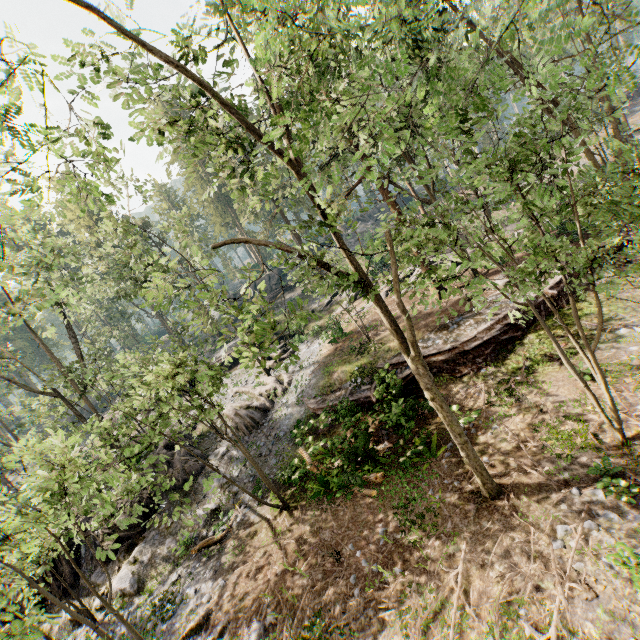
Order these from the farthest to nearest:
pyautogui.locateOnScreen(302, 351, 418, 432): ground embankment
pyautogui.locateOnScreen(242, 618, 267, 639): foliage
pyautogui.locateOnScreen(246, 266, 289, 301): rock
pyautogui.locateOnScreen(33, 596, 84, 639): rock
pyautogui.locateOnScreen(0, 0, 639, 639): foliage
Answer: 1. pyautogui.locateOnScreen(246, 266, 289, 301): rock
2. pyautogui.locateOnScreen(33, 596, 84, 639): rock
3. pyautogui.locateOnScreen(302, 351, 418, 432): ground embankment
4. pyautogui.locateOnScreen(242, 618, 267, 639): foliage
5. pyautogui.locateOnScreen(0, 0, 639, 639): foliage

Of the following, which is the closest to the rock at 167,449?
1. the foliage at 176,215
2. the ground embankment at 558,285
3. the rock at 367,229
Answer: the foliage at 176,215

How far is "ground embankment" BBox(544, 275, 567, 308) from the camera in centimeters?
1598cm

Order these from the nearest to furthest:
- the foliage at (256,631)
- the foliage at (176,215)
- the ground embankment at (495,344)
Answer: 1. the foliage at (176,215)
2. the foliage at (256,631)
3. the ground embankment at (495,344)

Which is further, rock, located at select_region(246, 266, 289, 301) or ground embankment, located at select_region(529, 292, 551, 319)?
rock, located at select_region(246, 266, 289, 301)

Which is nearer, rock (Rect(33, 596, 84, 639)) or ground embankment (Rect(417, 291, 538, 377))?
rock (Rect(33, 596, 84, 639))

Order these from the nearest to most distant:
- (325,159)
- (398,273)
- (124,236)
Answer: (325,159) < (124,236) < (398,273)
